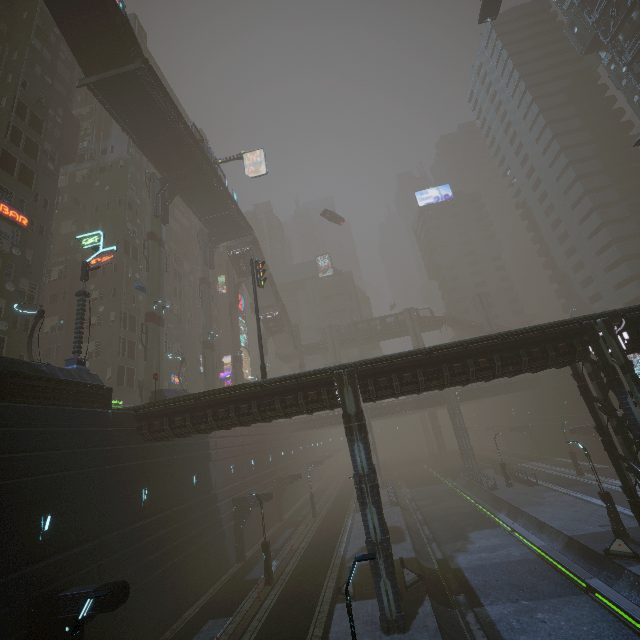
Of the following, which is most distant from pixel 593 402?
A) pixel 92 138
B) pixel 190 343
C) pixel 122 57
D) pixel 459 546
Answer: pixel 92 138

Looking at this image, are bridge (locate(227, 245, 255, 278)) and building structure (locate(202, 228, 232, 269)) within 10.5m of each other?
yes

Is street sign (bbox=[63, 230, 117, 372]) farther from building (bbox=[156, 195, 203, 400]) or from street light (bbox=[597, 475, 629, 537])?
street light (bbox=[597, 475, 629, 537])

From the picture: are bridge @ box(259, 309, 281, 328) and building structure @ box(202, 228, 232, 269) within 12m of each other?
no

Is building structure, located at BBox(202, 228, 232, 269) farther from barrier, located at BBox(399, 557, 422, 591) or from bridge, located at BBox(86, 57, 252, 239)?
barrier, located at BBox(399, 557, 422, 591)

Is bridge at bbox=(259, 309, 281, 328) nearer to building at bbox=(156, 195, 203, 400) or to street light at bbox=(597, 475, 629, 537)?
building at bbox=(156, 195, 203, 400)

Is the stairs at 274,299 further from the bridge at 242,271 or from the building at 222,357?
the building at 222,357

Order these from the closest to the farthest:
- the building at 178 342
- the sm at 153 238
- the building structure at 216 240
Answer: the sm at 153 238, the building at 178 342, the building structure at 216 240
